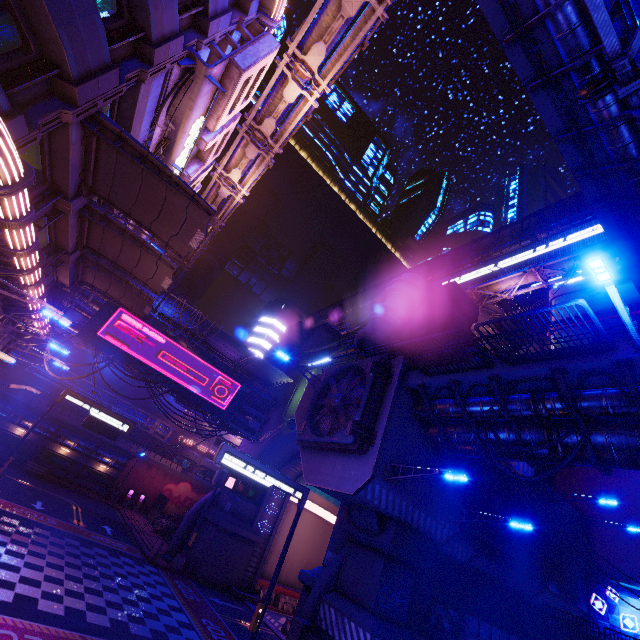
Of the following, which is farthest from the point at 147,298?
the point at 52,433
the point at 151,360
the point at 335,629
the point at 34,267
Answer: the point at 52,433

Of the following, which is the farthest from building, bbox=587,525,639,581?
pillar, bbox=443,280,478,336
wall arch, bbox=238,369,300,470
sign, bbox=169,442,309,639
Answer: sign, bbox=169,442,309,639

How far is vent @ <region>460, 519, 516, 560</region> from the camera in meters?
15.8 m

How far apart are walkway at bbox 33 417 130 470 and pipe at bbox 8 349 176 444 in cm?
278

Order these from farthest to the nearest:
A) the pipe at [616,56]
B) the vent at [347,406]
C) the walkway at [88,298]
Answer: the walkway at [88,298]
the vent at [347,406]
the pipe at [616,56]

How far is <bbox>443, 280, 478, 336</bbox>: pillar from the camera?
27.41m

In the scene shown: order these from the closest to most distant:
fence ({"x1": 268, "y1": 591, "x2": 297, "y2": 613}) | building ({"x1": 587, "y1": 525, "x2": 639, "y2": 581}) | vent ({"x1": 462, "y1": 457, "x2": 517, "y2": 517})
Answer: vent ({"x1": 462, "y1": 457, "x2": 517, "y2": 517}), building ({"x1": 587, "y1": 525, "x2": 639, "y2": 581}), fence ({"x1": 268, "y1": 591, "x2": 297, "y2": 613})

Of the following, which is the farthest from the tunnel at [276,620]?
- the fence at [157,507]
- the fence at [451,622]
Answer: the fence at [157,507]
